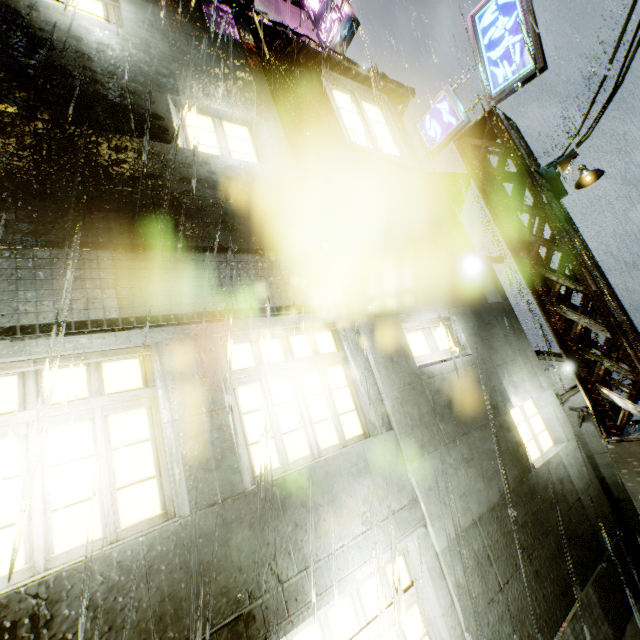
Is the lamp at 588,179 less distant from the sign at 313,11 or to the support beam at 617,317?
the support beam at 617,317

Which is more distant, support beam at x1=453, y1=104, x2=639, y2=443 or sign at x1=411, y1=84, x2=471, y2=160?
sign at x1=411, y1=84, x2=471, y2=160

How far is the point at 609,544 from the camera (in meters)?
6.09

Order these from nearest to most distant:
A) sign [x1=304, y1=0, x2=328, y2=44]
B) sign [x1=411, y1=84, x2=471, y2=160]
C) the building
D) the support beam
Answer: the building < the support beam < sign [x1=411, y1=84, x2=471, y2=160] < sign [x1=304, y1=0, x2=328, y2=44]

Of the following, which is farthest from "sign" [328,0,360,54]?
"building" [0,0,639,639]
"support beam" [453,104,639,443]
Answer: "support beam" [453,104,639,443]

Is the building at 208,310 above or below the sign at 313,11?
below

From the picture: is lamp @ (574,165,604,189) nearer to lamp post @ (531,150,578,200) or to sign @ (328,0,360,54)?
lamp post @ (531,150,578,200)

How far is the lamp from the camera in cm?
617
